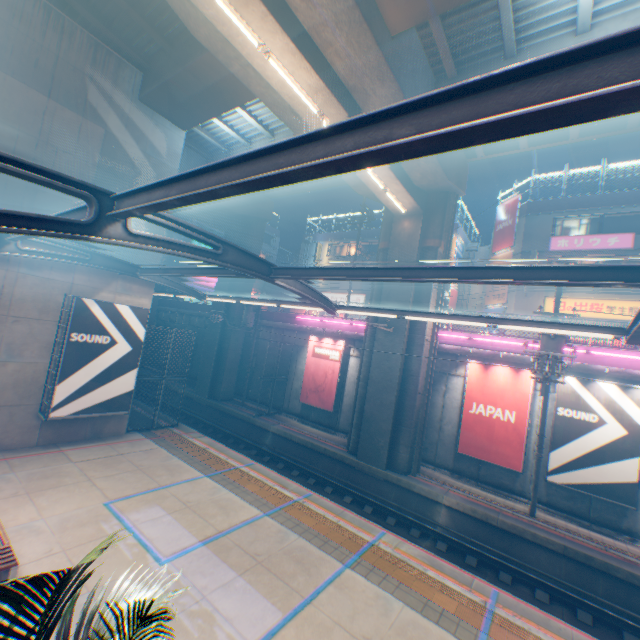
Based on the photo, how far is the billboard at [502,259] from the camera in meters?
25.8 m

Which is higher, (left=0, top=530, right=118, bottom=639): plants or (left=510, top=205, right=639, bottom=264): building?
(left=510, top=205, right=639, bottom=264): building

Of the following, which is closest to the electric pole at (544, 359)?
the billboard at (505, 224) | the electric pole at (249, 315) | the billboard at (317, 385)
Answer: the billboard at (317, 385)

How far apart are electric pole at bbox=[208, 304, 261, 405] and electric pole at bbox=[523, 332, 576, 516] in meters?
15.7

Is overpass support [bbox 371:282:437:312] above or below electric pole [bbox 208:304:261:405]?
above

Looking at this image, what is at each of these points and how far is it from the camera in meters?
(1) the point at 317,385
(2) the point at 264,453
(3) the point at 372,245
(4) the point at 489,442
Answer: (1) billboard, 20.2
(2) railway, 17.8
(3) building, 37.1
(4) billboard, 14.4

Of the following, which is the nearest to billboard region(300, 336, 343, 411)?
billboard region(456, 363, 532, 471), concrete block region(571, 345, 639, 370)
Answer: concrete block region(571, 345, 639, 370)

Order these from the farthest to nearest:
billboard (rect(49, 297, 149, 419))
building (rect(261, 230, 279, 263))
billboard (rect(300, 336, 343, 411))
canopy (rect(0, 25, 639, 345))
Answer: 1. building (rect(261, 230, 279, 263))
2. billboard (rect(300, 336, 343, 411))
3. billboard (rect(49, 297, 149, 419))
4. canopy (rect(0, 25, 639, 345))
